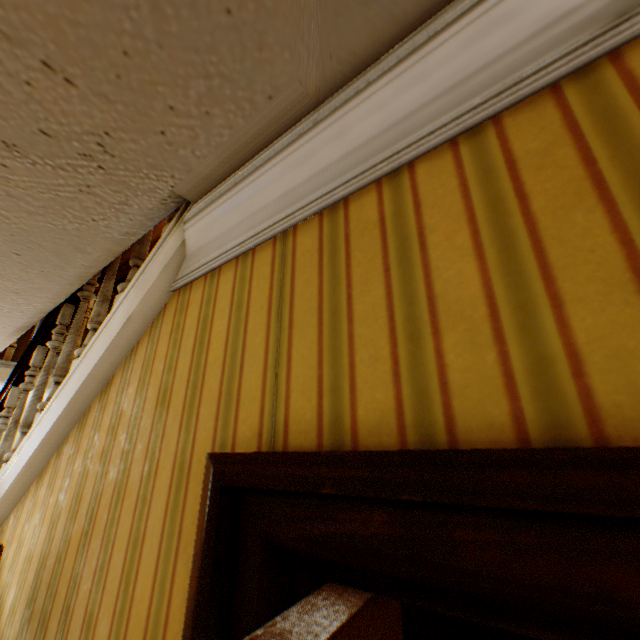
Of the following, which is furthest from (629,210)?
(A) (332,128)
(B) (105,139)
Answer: (B) (105,139)
